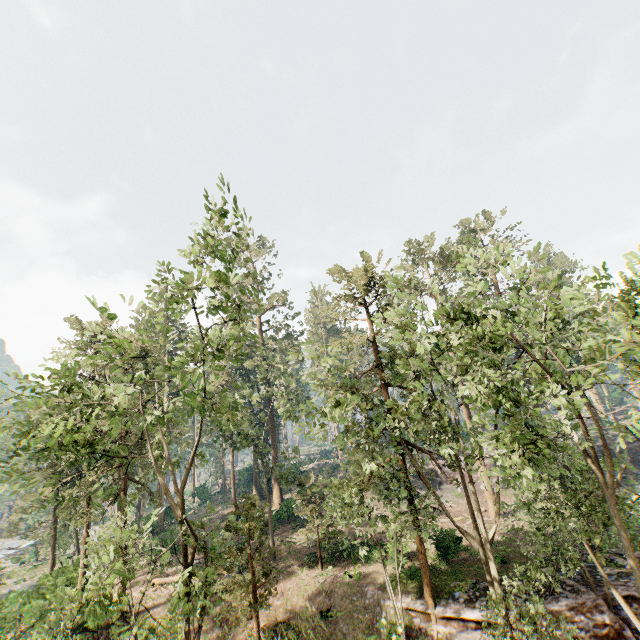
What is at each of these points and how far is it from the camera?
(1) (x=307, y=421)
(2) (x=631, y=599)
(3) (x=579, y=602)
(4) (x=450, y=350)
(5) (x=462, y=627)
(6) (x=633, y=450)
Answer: (1) foliage, 16.1 meters
(2) ground embankment, 16.7 meters
(3) ground embankment, 16.4 meters
(4) foliage, 18.6 meters
(5) ground embankment, 16.3 meters
(6) ground embankment, 39.3 meters

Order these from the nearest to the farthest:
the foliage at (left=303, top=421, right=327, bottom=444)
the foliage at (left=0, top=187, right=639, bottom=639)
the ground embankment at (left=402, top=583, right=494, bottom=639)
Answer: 1. the foliage at (left=0, top=187, right=639, bottom=639)
2. the foliage at (left=303, top=421, right=327, bottom=444)
3. the ground embankment at (left=402, top=583, right=494, bottom=639)

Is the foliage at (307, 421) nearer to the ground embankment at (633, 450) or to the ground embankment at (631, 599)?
the ground embankment at (631, 599)

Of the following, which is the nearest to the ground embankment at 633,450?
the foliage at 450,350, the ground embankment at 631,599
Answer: the foliage at 450,350

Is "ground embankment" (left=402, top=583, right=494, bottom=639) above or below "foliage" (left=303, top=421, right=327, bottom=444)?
below

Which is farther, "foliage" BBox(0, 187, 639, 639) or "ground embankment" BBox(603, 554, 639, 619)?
"ground embankment" BBox(603, 554, 639, 619)

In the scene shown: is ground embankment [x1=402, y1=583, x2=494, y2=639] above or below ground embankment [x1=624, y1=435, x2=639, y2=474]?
below

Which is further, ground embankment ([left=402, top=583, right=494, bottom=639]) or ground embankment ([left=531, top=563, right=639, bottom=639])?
ground embankment ([left=402, top=583, right=494, bottom=639])
